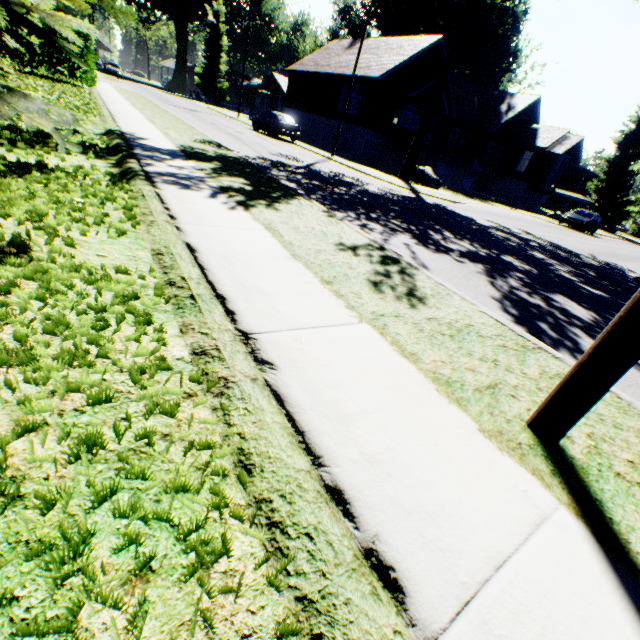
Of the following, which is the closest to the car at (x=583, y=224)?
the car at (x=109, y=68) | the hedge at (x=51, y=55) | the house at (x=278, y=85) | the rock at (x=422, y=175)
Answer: the rock at (x=422, y=175)

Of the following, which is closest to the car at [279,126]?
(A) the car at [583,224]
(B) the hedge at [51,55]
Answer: (B) the hedge at [51,55]

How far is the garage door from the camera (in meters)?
28.31

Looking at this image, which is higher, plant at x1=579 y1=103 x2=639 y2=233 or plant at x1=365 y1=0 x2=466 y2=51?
plant at x1=365 y1=0 x2=466 y2=51

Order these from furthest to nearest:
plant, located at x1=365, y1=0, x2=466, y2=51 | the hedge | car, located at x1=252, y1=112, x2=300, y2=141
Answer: plant, located at x1=365, y1=0, x2=466, y2=51, car, located at x1=252, y1=112, x2=300, y2=141, the hedge

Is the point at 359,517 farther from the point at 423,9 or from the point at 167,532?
the point at 423,9

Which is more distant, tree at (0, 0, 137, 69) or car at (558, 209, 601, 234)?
car at (558, 209, 601, 234)

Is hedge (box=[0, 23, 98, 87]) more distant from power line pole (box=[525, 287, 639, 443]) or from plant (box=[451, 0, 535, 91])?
plant (box=[451, 0, 535, 91])
